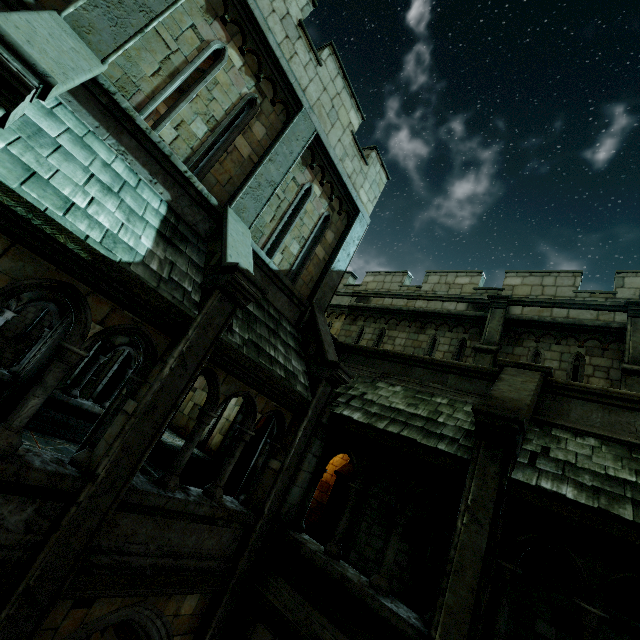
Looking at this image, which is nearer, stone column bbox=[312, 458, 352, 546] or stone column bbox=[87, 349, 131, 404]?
stone column bbox=[312, 458, 352, 546]

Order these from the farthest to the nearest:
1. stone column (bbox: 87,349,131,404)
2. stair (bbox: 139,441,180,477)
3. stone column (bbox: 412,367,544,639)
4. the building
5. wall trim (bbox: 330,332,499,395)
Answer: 1. stone column (bbox: 87,349,131,404)
2. stair (bbox: 139,441,180,477)
3. wall trim (bbox: 330,332,499,395)
4. stone column (bbox: 412,367,544,639)
5. the building

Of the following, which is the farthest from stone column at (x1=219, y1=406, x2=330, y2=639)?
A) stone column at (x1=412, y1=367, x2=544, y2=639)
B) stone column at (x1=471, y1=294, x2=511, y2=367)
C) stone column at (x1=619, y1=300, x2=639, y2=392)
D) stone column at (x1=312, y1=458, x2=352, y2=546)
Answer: stone column at (x1=619, y1=300, x2=639, y2=392)

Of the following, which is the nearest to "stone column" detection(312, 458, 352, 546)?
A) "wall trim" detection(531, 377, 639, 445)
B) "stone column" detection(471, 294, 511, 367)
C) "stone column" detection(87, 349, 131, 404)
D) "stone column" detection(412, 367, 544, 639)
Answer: "wall trim" detection(531, 377, 639, 445)

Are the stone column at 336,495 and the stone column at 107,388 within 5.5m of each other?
Result: no

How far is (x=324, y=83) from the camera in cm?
802

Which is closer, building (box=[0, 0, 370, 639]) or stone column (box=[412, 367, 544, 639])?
building (box=[0, 0, 370, 639])

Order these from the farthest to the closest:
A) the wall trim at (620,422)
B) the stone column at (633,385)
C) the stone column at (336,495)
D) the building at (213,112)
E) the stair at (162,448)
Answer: the stone column at (336,495) → the stair at (162,448) → the stone column at (633,385) → the wall trim at (620,422) → the building at (213,112)
